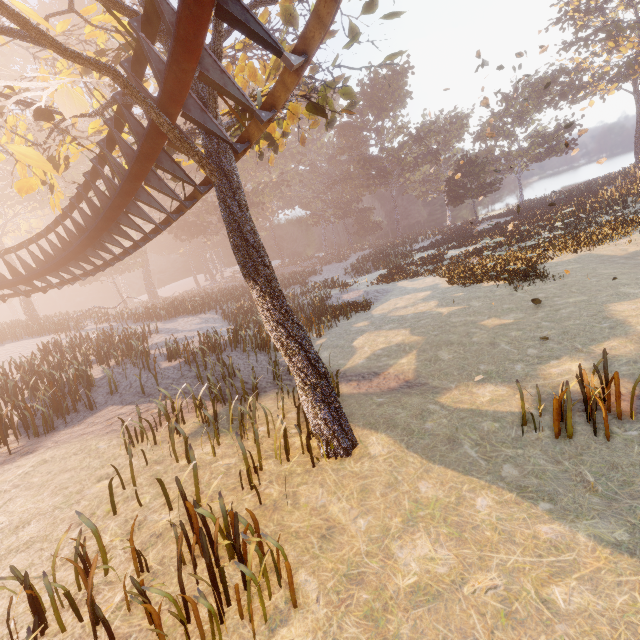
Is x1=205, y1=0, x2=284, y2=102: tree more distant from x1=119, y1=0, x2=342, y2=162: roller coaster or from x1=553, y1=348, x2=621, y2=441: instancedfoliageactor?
x1=553, y1=348, x2=621, y2=441: instancedfoliageactor

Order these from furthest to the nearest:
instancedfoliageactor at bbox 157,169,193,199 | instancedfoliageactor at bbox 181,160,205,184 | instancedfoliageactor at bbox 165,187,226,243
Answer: instancedfoliageactor at bbox 165,187,226,243 < instancedfoliageactor at bbox 181,160,205,184 < instancedfoliageactor at bbox 157,169,193,199

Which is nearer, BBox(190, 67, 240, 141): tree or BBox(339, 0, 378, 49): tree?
BBox(190, 67, 240, 141): tree

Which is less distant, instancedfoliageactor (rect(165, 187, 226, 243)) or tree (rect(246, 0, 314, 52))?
tree (rect(246, 0, 314, 52))

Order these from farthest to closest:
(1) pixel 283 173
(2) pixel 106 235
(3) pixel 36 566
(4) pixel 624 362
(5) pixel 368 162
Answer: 1. (1) pixel 283 173
2. (5) pixel 368 162
3. (2) pixel 106 235
4. (4) pixel 624 362
5. (3) pixel 36 566

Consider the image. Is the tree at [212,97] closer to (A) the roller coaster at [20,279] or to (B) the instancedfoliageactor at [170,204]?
(A) the roller coaster at [20,279]

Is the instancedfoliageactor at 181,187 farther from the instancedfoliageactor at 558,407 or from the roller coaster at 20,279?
the instancedfoliageactor at 558,407

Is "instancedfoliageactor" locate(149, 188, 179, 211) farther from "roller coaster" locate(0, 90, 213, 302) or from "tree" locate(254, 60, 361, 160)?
"roller coaster" locate(0, 90, 213, 302)
